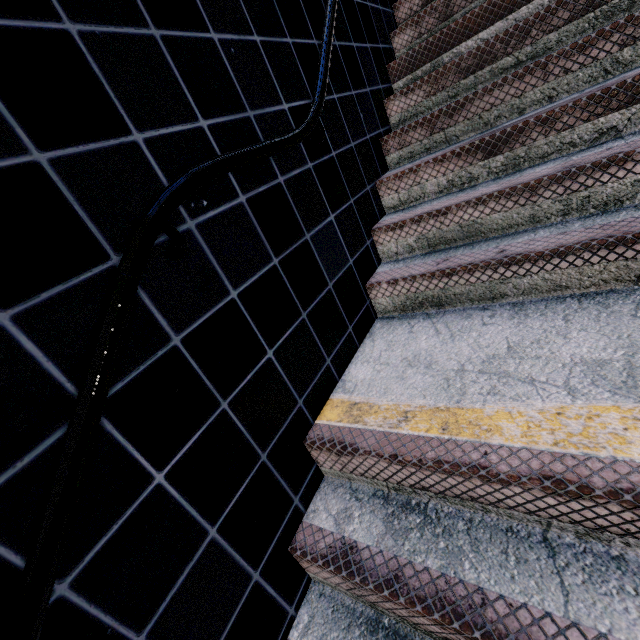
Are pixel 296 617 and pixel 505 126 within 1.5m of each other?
no
